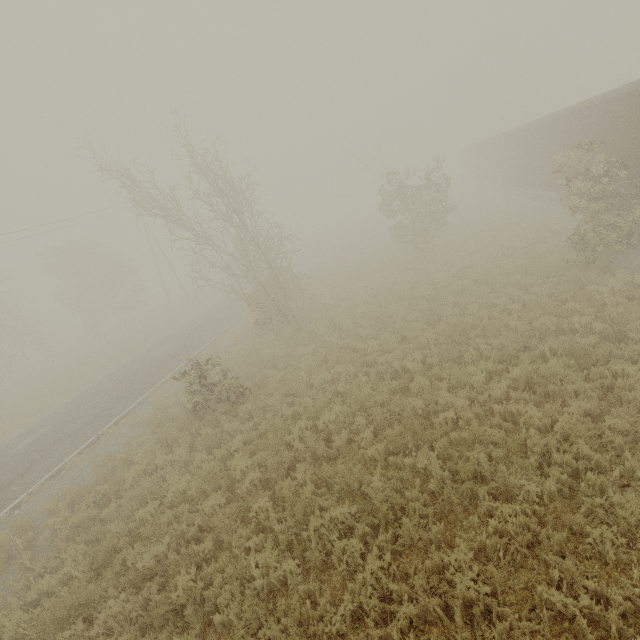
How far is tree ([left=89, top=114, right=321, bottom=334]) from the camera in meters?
14.1

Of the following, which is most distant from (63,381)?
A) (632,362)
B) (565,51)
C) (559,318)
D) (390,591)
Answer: (565,51)

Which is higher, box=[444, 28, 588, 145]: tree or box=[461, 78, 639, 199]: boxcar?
box=[444, 28, 588, 145]: tree

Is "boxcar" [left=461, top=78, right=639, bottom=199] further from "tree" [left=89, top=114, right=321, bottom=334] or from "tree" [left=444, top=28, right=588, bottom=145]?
"tree" [left=444, top=28, right=588, bottom=145]

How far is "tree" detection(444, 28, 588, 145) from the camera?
47.5m

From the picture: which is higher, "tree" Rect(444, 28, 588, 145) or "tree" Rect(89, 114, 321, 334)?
"tree" Rect(444, 28, 588, 145)

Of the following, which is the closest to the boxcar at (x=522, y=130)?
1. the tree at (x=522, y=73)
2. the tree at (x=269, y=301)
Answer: the tree at (x=269, y=301)
